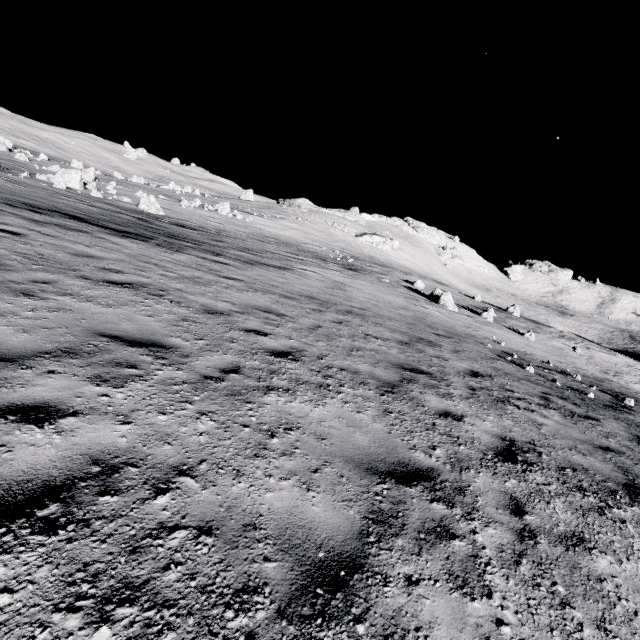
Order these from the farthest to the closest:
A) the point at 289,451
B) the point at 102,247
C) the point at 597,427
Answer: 1. the point at 102,247
2. the point at 597,427
3. the point at 289,451

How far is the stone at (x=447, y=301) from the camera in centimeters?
2530cm

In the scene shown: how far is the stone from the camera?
25.30m
